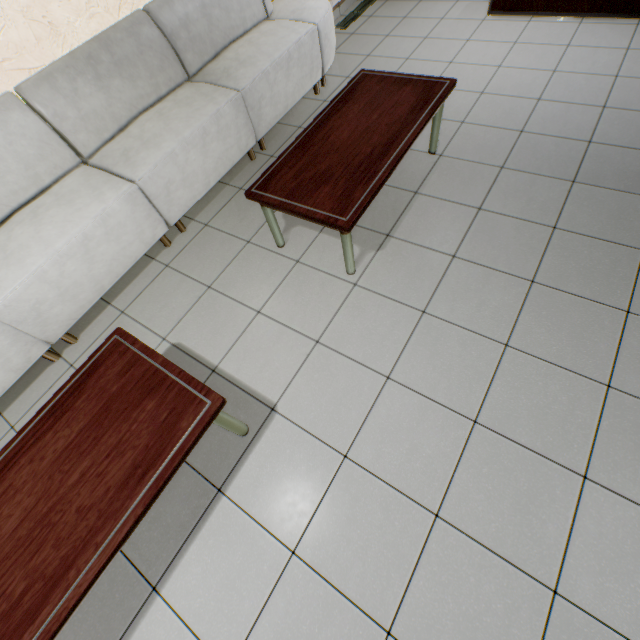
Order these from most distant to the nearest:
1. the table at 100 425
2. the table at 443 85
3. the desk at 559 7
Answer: the desk at 559 7, the table at 443 85, the table at 100 425

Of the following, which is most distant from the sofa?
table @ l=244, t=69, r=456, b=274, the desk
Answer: the desk

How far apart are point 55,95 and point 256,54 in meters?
1.7

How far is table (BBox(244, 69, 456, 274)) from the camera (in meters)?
1.93

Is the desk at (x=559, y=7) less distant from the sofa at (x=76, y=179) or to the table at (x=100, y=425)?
the sofa at (x=76, y=179)

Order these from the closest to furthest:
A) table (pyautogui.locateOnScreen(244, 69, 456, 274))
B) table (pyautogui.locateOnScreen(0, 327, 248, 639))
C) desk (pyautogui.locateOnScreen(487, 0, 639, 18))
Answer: table (pyautogui.locateOnScreen(0, 327, 248, 639)), table (pyautogui.locateOnScreen(244, 69, 456, 274)), desk (pyautogui.locateOnScreen(487, 0, 639, 18))

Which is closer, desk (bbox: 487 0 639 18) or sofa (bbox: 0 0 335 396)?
sofa (bbox: 0 0 335 396)

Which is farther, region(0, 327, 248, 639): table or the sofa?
the sofa
